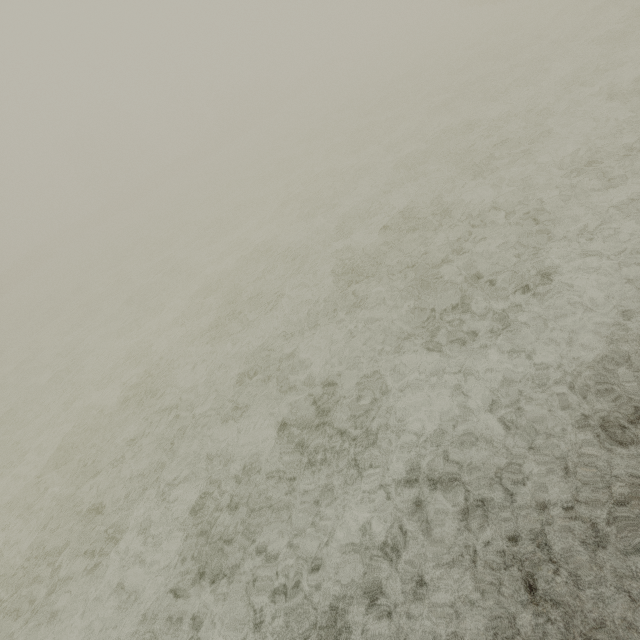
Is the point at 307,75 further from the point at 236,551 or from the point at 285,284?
the point at 236,551
